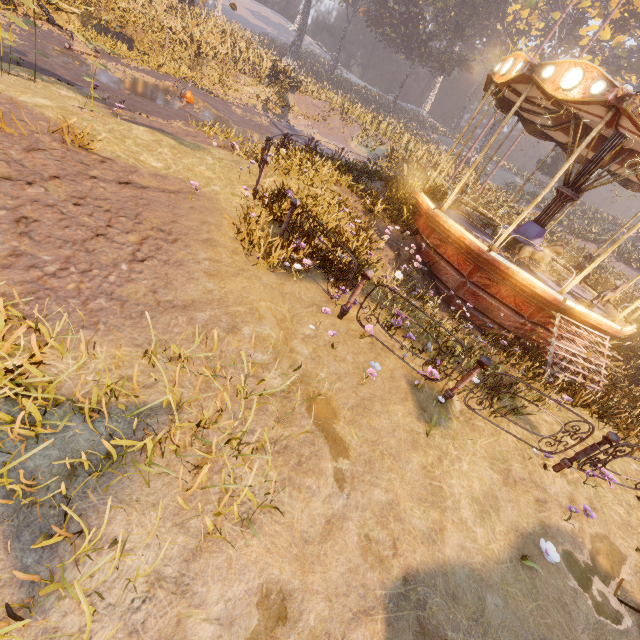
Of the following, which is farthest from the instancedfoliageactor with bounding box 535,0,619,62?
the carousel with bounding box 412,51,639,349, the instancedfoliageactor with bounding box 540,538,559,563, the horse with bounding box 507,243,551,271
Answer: the instancedfoliageactor with bounding box 540,538,559,563

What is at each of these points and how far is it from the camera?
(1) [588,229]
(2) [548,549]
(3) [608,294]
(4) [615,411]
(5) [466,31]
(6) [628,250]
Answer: (1) instancedfoliageactor, 27.69m
(2) instancedfoliageactor, 3.19m
(3) horse, 8.77m
(4) instancedfoliageactor, 7.12m
(5) instancedfoliageactor, 37.59m
(6) instancedfoliageactor, 25.55m

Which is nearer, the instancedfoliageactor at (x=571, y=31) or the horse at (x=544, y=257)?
the horse at (x=544, y=257)

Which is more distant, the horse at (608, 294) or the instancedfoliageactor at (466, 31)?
the horse at (608, 294)

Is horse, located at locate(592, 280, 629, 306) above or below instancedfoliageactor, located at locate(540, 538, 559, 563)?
above

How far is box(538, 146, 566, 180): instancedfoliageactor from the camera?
36.8 meters

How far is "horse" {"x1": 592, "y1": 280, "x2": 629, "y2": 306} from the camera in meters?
8.8
